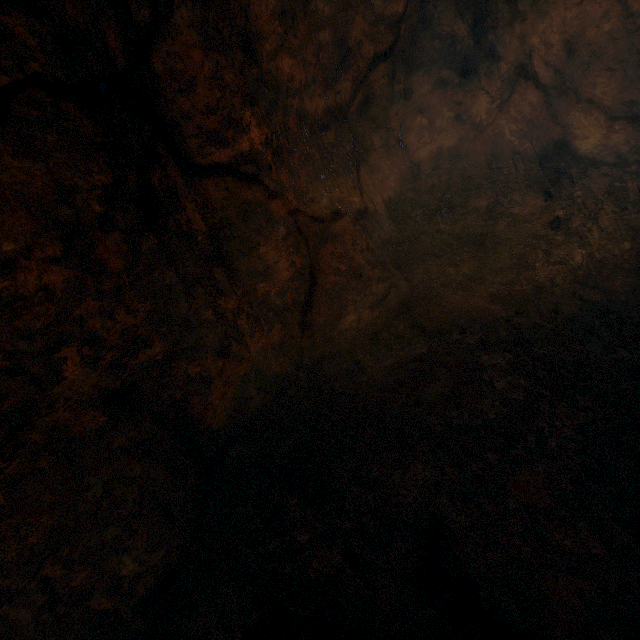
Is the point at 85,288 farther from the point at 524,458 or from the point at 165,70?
the point at 524,458
